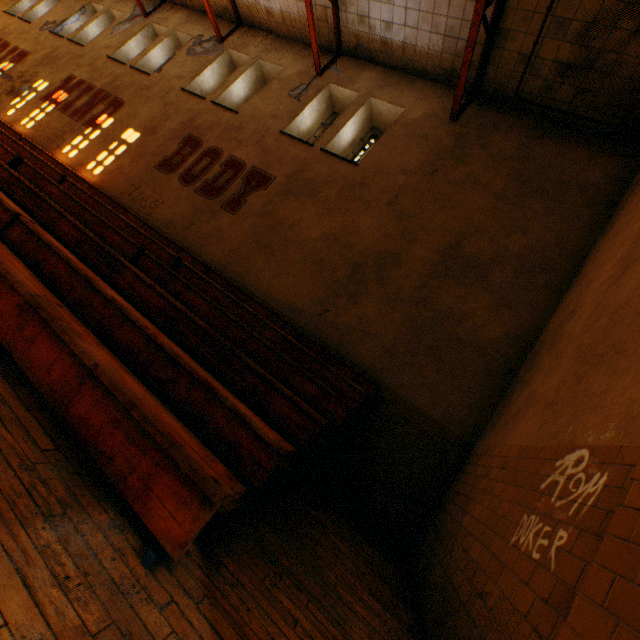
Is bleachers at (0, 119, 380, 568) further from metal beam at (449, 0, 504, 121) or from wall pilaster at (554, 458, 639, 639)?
metal beam at (449, 0, 504, 121)

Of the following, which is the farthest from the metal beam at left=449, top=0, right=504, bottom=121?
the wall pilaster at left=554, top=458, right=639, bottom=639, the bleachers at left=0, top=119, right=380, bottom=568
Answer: the bleachers at left=0, top=119, right=380, bottom=568

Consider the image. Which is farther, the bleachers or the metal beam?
the metal beam

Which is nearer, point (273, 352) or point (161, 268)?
point (273, 352)

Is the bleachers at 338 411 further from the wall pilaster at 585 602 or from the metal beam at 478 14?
the metal beam at 478 14

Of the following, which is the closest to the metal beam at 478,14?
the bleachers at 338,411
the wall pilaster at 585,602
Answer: the wall pilaster at 585,602
